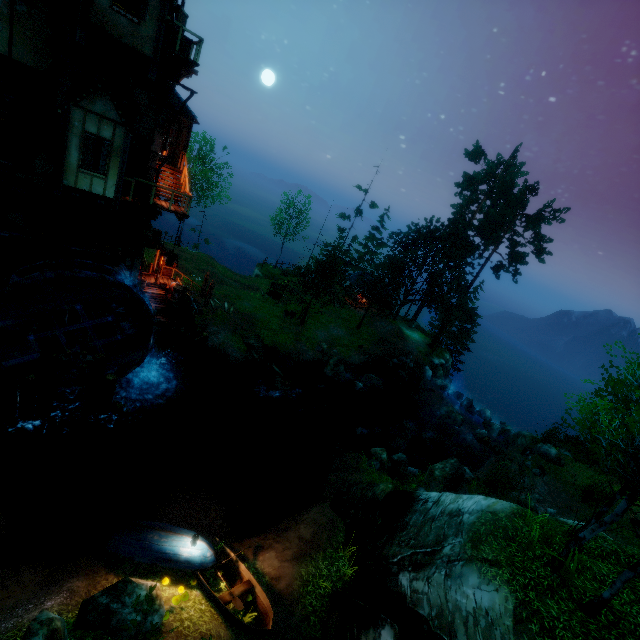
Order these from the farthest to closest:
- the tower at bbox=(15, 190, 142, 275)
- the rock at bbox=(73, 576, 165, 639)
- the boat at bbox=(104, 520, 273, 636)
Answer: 1. the tower at bbox=(15, 190, 142, 275)
2. the boat at bbox=(104, 520, 273, 636)
3. the rock at bbox=(73, 576, 165, 639)

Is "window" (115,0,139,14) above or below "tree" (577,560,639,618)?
above

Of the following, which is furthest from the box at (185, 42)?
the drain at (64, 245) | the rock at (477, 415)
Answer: the rock at (477, 415)

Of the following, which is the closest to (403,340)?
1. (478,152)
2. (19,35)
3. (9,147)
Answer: (478,152)

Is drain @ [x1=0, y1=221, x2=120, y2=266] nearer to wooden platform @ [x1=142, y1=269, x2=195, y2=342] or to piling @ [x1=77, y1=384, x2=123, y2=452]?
piling @ [x1=77, y1=384, x2=123, y2=452]

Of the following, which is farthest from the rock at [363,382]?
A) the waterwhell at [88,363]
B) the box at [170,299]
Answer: the waterwhell at [88,363]

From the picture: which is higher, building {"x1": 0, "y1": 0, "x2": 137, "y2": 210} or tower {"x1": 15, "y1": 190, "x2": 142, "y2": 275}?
building {"x1": 0, "y1": 0, "x2": 137, "y2": 210}

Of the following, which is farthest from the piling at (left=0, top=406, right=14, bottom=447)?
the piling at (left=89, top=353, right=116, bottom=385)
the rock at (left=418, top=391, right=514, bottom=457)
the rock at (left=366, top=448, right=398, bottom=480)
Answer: the rock at (left=418, top=391, right=514, bottom=457)
